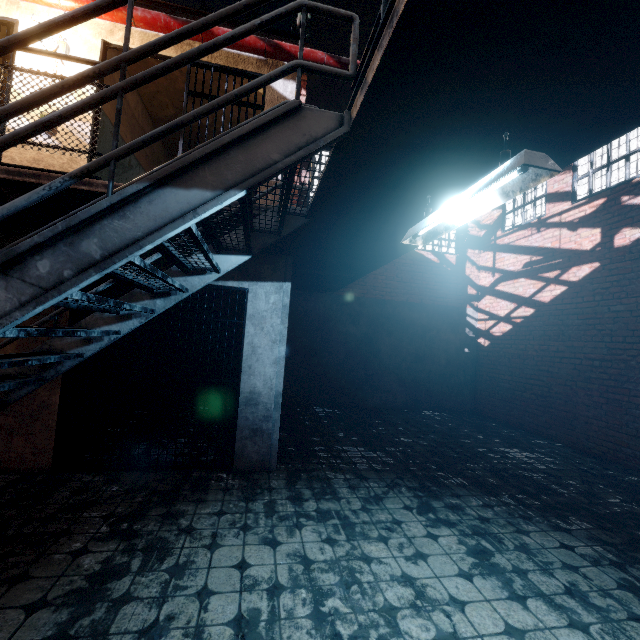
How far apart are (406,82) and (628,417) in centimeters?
690cm

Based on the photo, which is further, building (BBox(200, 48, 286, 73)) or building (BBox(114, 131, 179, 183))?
building (BBox(114, 131, 179, 183))

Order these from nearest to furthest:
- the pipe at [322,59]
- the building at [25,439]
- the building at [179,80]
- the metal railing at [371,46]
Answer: the metal railing at [371,46], the building at [25,439], the pipe at [322,59], the building at [179,80]

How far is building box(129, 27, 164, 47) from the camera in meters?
4.2 m

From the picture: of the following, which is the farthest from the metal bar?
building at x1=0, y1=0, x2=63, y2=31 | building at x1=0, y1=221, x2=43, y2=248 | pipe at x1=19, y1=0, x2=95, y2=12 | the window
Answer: the window

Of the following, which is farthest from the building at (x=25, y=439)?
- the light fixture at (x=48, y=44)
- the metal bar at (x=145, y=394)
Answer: the light fixture at (x=48, y=44)
